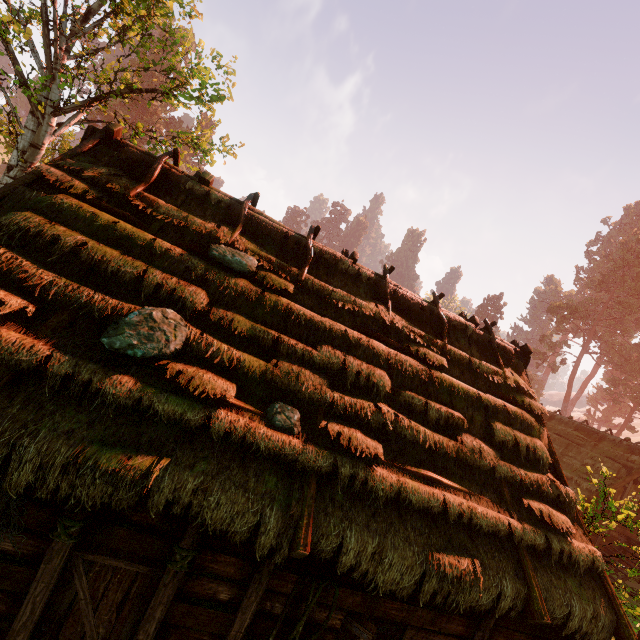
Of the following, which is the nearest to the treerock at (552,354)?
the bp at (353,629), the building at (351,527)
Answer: the building at (351,527)

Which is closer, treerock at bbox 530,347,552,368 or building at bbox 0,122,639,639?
building at bbox 0,122,639,639

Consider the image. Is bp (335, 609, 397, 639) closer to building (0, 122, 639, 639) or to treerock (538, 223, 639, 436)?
building (0, 122, 639, 639)

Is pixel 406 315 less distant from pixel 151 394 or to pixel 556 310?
pixel 151 394

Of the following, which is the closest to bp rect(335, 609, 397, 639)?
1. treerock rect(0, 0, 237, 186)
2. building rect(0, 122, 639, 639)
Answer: building rect(0, 122, 639, 639)

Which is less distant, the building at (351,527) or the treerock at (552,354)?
the building at (351,527)

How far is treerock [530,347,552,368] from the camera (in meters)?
49.47
